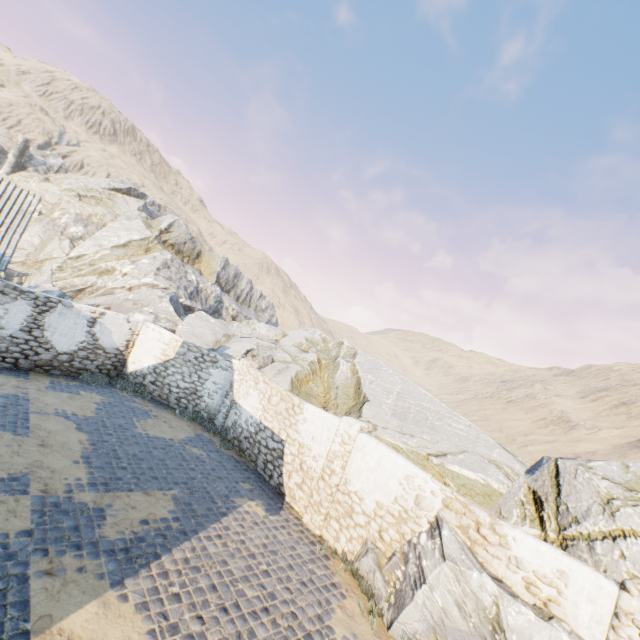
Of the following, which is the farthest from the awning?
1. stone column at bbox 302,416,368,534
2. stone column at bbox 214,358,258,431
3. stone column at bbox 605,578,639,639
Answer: stone column at bbox 605,578,639,639

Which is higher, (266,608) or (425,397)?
(425,397)

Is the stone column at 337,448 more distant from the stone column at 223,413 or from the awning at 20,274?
the awning at 20,274

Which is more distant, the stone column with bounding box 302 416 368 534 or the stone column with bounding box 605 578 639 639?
the stone column with bounding box 302 416 368 534

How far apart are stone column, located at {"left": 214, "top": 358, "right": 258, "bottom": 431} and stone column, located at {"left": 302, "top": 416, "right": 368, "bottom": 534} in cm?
564

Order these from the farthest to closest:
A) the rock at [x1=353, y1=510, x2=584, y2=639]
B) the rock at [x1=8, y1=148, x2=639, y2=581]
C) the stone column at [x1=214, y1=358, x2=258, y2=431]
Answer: the stone column at [x1=214, y1=358, x2=258, y2=431]
the rock at [x1=8, y1=148, x2=639, y2=581]
the rock at [x1=353, y1=510, x2=584, y2=639]

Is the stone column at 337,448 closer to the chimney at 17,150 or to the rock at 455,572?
the rock at 455,572

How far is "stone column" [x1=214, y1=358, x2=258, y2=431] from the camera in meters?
13.8
